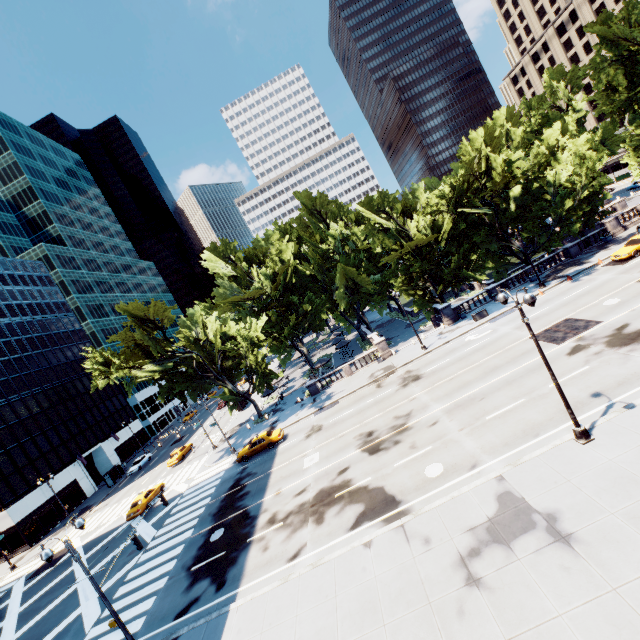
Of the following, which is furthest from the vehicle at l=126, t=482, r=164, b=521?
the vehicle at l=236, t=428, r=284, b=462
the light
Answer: the light

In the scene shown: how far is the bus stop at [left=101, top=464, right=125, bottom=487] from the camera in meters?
50.4 m

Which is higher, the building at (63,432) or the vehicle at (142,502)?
the building at (63,432)

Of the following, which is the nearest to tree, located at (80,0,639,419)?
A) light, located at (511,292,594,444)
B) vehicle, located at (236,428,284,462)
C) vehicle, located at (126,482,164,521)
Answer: vehicle, located at (236,428,284,462)

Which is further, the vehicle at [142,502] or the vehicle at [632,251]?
the vehicle at [142,502]

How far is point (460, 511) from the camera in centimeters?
1385cm

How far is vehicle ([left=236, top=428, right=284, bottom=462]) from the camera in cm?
3189

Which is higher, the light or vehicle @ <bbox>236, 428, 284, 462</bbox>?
vehicle @ <bbox>236, 428, 284, 462</bbox>
